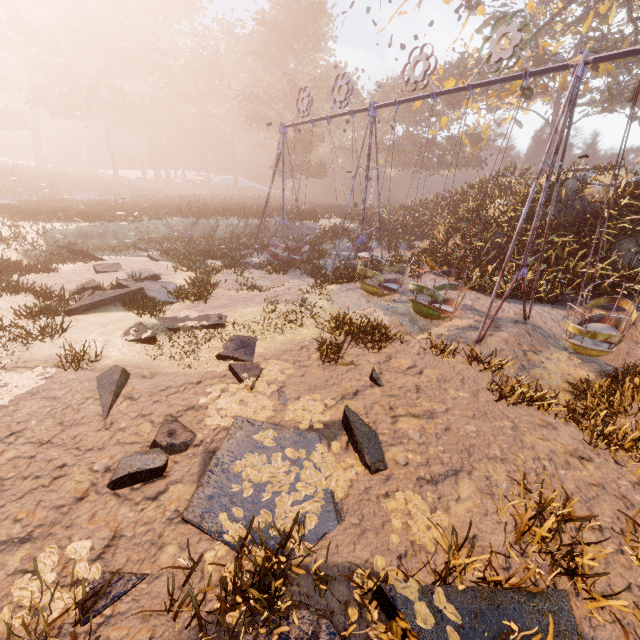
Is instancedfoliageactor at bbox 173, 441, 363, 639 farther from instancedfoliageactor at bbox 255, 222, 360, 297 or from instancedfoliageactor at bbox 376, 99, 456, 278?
instancedfoliageactor at bbox 376, 99, 456, 278

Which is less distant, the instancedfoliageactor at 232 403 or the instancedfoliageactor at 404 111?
the instancedfoliageactor at 232 403

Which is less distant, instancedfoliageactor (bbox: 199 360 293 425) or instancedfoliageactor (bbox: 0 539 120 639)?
instancedfoliageactor (bbox: 0 539 120 639)

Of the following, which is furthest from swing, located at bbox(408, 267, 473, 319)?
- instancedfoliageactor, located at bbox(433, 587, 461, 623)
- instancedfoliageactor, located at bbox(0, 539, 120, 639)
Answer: instancedfoliageactor, located at bbox(0, 539, 120, 639)

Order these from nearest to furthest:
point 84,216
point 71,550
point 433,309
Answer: point 71,550 → point 433,309 → point 84,216

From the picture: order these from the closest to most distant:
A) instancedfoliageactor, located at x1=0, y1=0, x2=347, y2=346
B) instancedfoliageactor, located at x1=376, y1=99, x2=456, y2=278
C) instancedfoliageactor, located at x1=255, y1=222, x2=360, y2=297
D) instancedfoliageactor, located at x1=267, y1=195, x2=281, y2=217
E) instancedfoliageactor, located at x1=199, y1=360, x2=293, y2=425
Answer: instancedfoliageactor, located at x1=199, y1=360, x2=293, y2=425 → instancedfoliageactor, located at x1=255, y1=222, x2=360, y2=297 → instancedfoliageactor, located at x1=0, y1=0, x2=347, y2=346 → instancedfoliageactor, located at x1=376, y1=99, x2=456, y2=278 → instancedfoliageactor, located at x1=267, y1=195, x2=281, y2=217

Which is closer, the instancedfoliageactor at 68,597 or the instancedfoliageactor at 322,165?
the instancedfoliageactor at 68,597

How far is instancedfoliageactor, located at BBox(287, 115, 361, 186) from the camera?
37.3m
